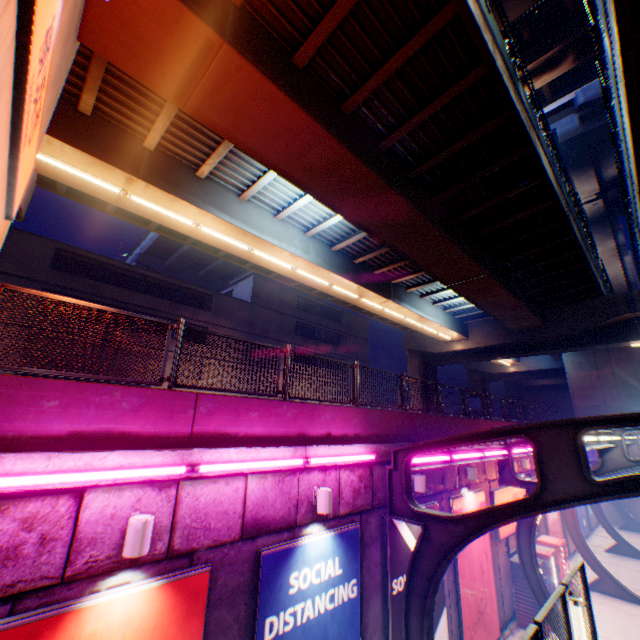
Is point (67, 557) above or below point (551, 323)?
below

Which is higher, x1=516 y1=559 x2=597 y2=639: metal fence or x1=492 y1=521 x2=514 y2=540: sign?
x1=516 y1=559 x2=597 y2=639: metal fence

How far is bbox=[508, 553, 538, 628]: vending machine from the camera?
11.38m

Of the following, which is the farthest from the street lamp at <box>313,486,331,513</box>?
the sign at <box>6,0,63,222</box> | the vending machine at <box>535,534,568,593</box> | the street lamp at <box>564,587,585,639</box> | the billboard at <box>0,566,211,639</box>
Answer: the vending machine at <box>535,534,568,593</box>

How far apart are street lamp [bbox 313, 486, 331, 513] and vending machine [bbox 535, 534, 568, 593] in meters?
12.3 m

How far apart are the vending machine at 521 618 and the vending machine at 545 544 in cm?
68

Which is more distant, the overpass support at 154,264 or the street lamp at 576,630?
the overpass support at 154,264

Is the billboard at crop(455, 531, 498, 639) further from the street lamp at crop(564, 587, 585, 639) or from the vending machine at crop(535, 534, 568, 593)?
the street lamp at crop(564, 587, 585, 639)
